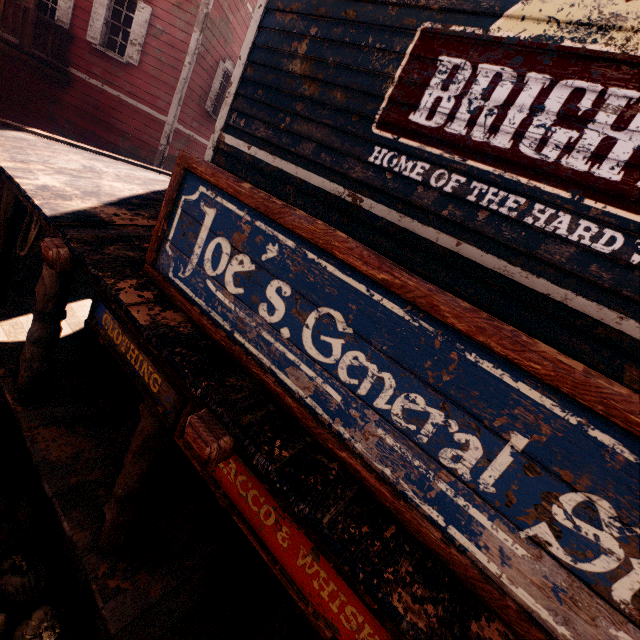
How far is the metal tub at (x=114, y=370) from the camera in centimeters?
496cm

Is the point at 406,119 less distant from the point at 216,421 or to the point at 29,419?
the point at 216,421

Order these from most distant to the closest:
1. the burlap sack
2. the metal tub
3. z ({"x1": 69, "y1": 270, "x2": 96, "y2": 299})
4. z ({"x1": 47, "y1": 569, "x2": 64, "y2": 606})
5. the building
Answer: z ({"x1": 69, "y1": 270, "x2": 96, "y2": 299}) → the metal tub → z ({"x1": 47, "y1": 569, "x2": 64, "y2": 606}) → the burlap sack → the building

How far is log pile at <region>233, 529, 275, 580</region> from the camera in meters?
3.5

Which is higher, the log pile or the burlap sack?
the log pile

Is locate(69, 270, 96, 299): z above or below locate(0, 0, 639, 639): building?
below

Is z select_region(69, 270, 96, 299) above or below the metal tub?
below

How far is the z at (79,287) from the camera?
8.44m
